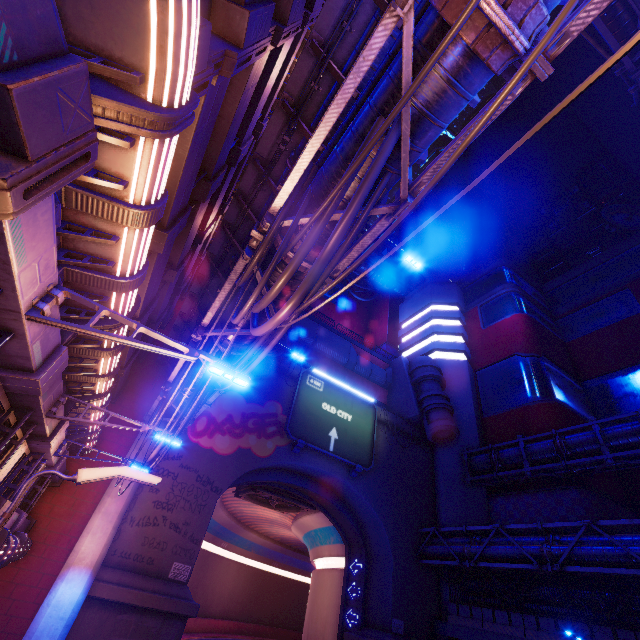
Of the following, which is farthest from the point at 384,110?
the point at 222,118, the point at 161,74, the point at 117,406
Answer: the point at 117,406

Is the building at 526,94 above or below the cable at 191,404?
above

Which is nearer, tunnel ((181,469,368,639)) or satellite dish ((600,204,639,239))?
tunnel ((181,469,368,639))

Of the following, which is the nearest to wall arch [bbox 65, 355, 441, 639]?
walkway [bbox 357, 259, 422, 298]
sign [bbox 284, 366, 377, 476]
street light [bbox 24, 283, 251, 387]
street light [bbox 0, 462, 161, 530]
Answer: sign [bbox 284, 366, 377, 476]

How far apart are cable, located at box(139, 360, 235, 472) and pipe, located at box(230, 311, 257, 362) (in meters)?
0.00

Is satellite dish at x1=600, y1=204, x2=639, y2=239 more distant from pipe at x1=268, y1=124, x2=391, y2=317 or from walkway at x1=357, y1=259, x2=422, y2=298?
pipe at x1=268, y1=124, x2=391, y2=317

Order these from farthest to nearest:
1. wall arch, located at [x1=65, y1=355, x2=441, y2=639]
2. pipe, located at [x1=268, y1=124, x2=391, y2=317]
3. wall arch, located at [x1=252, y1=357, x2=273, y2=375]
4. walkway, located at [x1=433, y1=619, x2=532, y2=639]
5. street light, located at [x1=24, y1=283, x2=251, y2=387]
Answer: wall arch, located at [x1=252, y1=357, x2=273, y2=375] < walkway, located at [x1=433, y1=619, x2=532, y2=639] < wall arch, located at [x1=65, y1=355, x2=441, y2=639] < pipe, located at [x1=268, y1=124, x2=391, y2=317] < street light, located at [x1=24, y1=283, x2=251, y2=387]

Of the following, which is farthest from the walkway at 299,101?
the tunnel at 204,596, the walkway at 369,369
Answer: the walkway at 369,369
